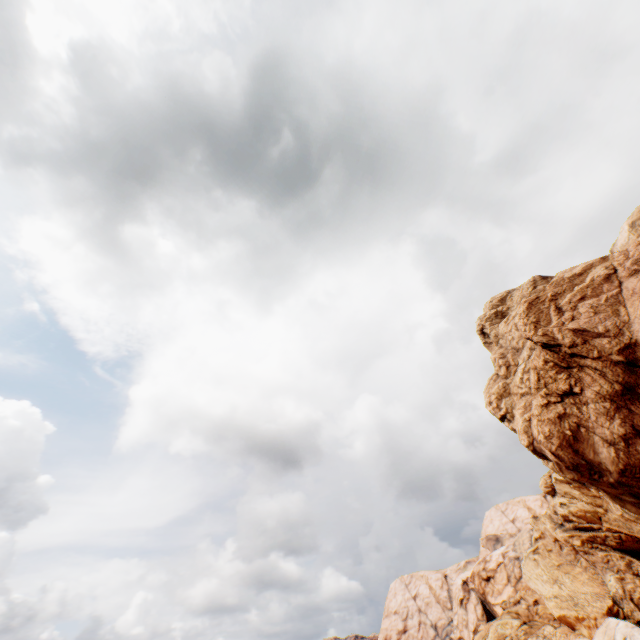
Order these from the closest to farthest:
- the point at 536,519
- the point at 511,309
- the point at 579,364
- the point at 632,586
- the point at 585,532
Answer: the point at 579,364
the point at 511,309
the point at 632,586
the point at 585,532
the point at 536,519
